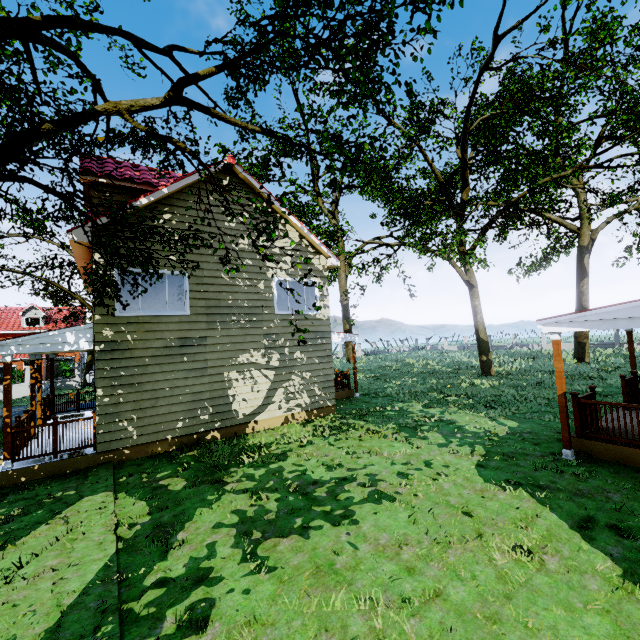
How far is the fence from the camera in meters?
25.9 m

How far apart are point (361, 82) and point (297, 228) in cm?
881

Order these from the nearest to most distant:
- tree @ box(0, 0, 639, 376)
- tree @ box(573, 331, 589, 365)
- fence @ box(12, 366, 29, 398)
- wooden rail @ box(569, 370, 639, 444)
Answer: tree @ box(0, 0, 639, 376) → wooden rail @ box(569, 370, 639, 444) → tree @ box(573, 331, 589, 365) → fence @ box(12, 366, 29, 398)

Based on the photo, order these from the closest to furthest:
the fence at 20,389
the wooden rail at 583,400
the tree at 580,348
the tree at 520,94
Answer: the tree at 520,94 → the wooden rail at 583,400 → the tree at 580,348 → the fence at 20,389

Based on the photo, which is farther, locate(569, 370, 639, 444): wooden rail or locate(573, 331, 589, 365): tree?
locate(573, 331, 589, 365): tree

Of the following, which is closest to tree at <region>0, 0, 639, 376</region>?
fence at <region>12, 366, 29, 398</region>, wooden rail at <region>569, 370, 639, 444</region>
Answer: fence at <region>12, 366, 29, 398</region>

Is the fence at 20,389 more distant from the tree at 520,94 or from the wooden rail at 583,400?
the wooden rail at 583,400

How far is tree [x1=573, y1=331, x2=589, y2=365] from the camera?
22.7m
